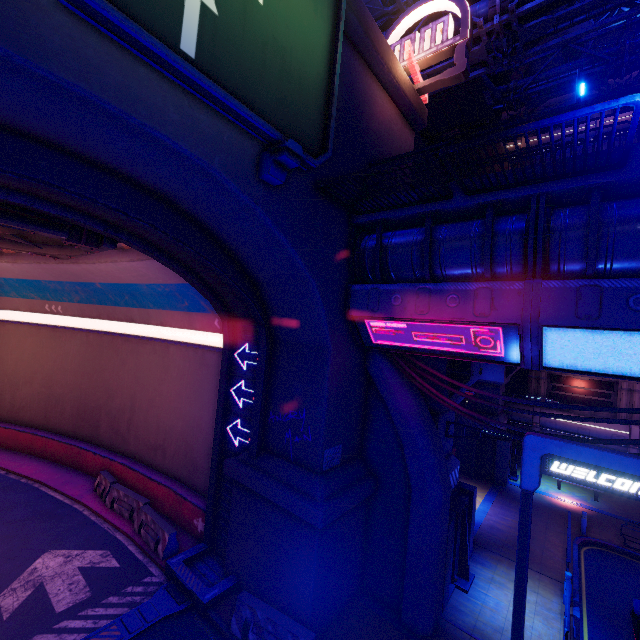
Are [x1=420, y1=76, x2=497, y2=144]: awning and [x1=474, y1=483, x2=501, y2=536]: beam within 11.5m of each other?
no

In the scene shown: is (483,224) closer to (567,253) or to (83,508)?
(567,253)

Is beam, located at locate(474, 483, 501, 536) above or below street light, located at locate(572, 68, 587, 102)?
below

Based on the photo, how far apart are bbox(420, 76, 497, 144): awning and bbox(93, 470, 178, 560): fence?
24.62m

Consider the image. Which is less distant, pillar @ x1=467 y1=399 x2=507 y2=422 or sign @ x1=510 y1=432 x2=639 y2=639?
sign @ x1=510 y1=432 x2=639 y2=639

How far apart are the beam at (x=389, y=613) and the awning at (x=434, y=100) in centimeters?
2371cm

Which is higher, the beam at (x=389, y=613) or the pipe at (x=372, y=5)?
the pipe at (x=372, y=5)

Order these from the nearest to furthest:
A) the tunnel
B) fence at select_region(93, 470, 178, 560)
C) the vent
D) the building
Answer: the vent → the tunnel → fence at select_region(93, 470, 178, 560) → the building
